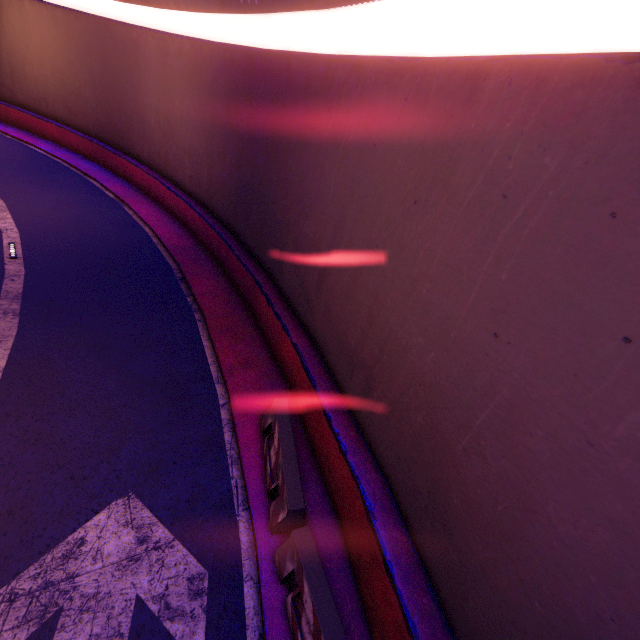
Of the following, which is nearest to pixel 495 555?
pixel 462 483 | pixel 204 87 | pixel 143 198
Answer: pixel 462 483
